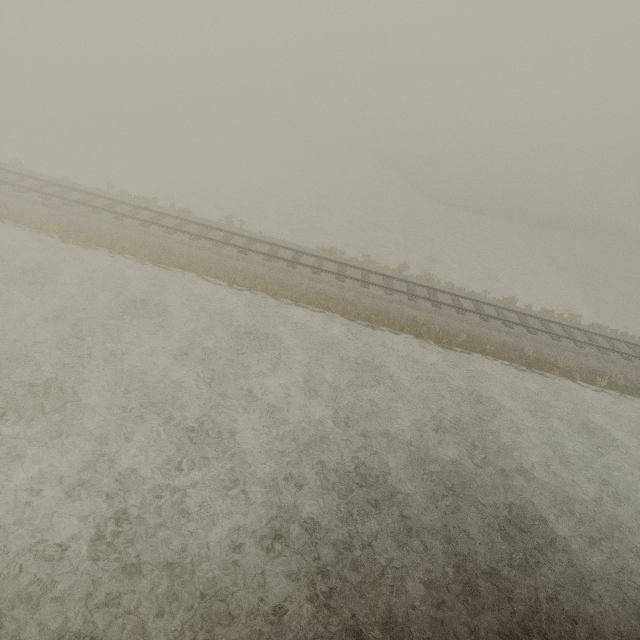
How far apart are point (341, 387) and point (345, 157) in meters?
55.5
